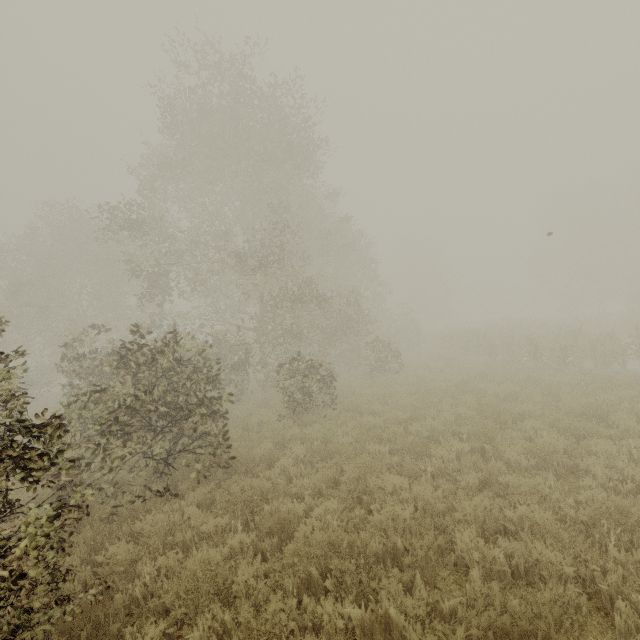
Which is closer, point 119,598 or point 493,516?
point 119,598
